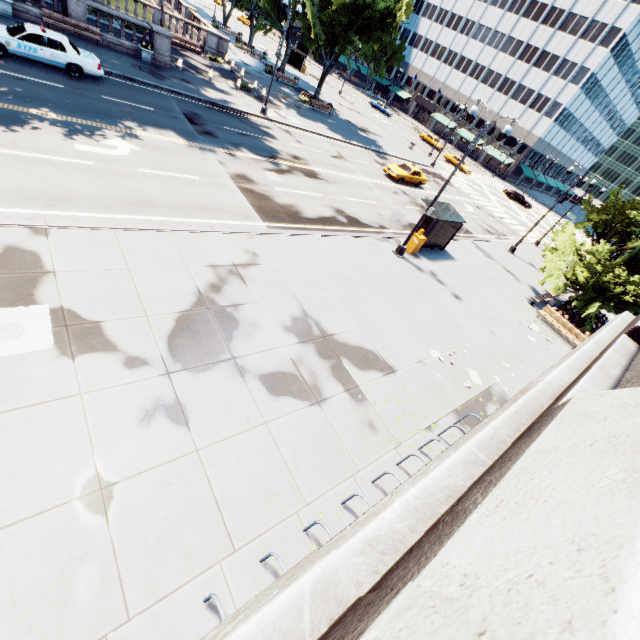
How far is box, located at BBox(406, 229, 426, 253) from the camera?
18.12m

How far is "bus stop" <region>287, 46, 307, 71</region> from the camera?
53.31m

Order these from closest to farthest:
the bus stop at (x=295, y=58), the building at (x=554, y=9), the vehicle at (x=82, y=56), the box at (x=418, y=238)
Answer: the vehicle at (x=82, y=56) → the box at (x=418, y=238) → the building at (x=554, y=9) → the bus stop at (x=295, y=58)

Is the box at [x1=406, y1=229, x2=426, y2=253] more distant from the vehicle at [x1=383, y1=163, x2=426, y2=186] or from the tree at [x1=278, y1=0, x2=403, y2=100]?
the vehicle at [x1=383, y1=163, x2=426, y2=186]

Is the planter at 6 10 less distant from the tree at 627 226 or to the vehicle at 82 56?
the tree at 627 226

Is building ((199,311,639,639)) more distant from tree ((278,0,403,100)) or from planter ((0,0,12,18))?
planter ((0,0,12,18))

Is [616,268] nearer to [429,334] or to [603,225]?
[603,225]

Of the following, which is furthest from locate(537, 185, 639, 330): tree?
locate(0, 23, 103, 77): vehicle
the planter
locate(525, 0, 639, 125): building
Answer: locate(0, 23, 103, 77): vehicle
